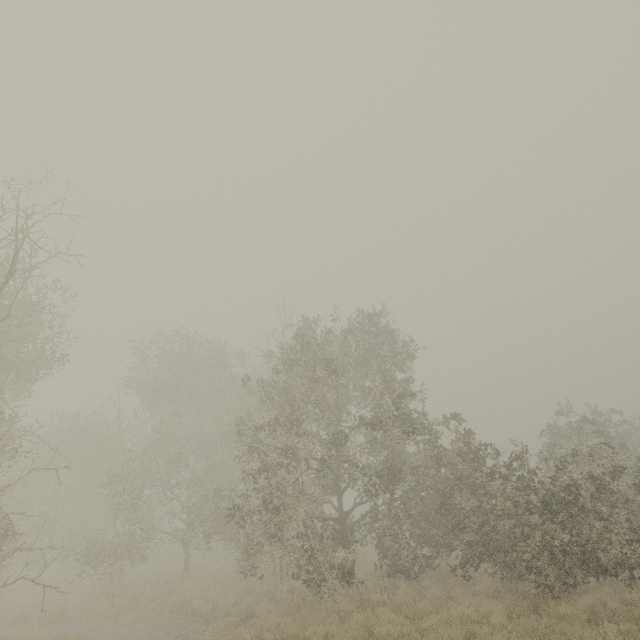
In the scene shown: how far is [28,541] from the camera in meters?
23.6
